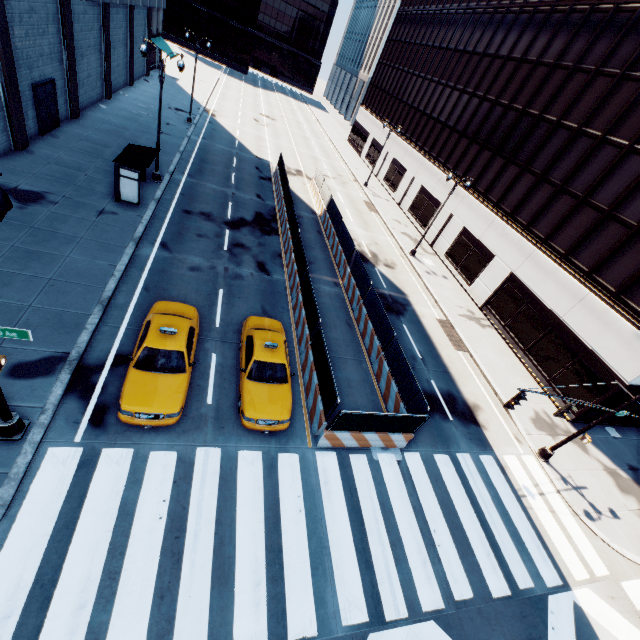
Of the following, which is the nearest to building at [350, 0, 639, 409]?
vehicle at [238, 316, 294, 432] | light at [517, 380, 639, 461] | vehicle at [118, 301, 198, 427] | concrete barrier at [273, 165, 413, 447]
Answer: light at [517, 380, 639, 461]

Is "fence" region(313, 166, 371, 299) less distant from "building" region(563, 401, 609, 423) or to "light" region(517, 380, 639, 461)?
"light" region(517, 380, 639, 461)

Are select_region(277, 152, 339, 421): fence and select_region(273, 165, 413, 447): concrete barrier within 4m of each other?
yes

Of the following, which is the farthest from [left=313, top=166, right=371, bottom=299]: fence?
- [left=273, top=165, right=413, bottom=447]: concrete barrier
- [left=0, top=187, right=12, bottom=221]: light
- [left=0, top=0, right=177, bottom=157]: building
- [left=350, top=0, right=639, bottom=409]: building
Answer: [left=0, top=0, right=177, bottom=157]: building

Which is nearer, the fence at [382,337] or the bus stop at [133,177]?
the fence at [382,337]

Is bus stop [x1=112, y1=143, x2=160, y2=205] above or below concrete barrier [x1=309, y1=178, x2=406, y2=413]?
above

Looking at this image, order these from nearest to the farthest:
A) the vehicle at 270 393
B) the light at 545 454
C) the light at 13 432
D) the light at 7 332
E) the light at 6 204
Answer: the light at 6 204
the light at 7 332
the light at 13 432
the vehicle at 270 393
the light at 545 454

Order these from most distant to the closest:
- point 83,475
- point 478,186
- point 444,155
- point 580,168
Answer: point 444,155, point 478,186, point 580,168, point 83,475
